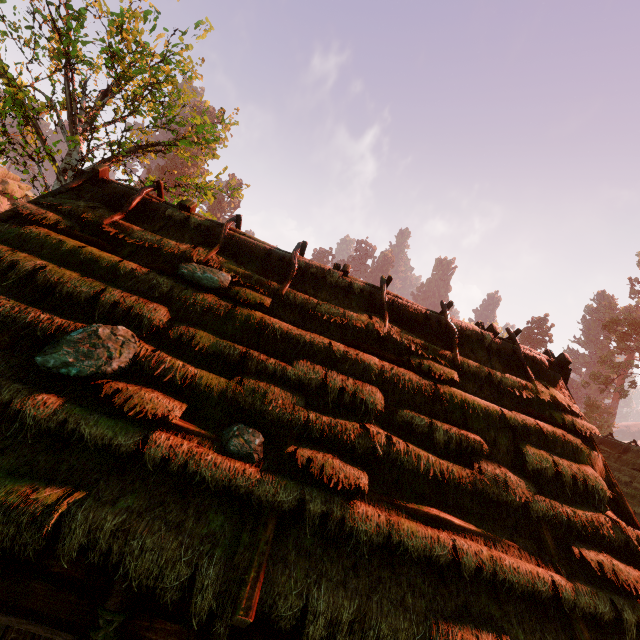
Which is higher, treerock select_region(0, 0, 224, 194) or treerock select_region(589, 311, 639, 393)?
treerock select_region(589, 311, 639, 393)

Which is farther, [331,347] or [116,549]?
[331,347]

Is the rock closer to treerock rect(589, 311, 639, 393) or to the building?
treerock rect(589, 311, 639, 393)

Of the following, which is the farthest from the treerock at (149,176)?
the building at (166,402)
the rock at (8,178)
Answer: the rock at (8,178)

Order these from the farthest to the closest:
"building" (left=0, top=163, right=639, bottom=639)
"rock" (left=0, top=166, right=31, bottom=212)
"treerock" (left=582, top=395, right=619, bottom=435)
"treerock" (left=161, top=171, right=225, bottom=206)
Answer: "treerock" (left=582, top=395, right=619, bottom=435), "rock" (left=0, top=166, right=31, bottom=212), "treerock" (left=161, top=171, right=225, bottom=206), "building" (left=0, top=163, right=639, bottom=639)

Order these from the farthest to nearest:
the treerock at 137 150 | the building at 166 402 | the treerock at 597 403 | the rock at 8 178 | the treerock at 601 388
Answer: the treerock at 597 403, the treerock at 601 388, the rock at 8 178, the treerock at 137 150, the building at 166 402

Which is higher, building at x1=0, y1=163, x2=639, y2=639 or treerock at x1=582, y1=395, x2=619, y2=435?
treerock at x1=582, y1=395, x2=619, y2=435

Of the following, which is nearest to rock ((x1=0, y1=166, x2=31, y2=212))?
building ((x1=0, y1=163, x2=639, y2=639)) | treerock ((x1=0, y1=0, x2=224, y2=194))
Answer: treerock ((x1=0, y1=0, x2=224, y2=194))
